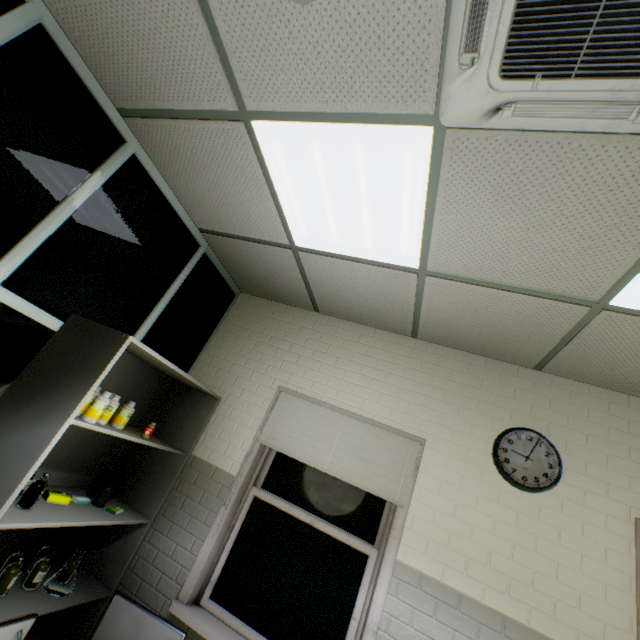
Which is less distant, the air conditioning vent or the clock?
the air conditioning vent

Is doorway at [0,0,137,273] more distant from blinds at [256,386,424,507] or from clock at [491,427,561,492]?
clock at [491,427,561,492]

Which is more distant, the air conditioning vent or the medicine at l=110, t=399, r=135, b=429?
the medicine at l=110, t=399, r=135, b=429

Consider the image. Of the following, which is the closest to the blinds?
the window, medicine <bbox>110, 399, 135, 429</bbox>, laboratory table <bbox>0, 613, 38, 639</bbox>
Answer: the window

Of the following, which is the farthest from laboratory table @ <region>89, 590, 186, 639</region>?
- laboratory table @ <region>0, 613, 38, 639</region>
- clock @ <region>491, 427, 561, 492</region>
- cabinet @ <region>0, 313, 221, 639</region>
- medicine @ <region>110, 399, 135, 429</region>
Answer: clock @ <region>491, 427, 561, 492</region>

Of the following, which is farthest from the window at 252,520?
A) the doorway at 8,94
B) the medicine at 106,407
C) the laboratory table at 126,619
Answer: the doorway at 8,94

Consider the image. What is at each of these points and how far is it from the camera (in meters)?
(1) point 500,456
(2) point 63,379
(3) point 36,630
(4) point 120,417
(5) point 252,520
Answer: (1) clock, 2.36
(2) cabinet, 1.81
(3) medical bag, 1.94
(4) medicine, 2.15
(5) window, 2.62

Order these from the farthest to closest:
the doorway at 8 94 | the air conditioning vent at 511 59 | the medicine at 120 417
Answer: the medicine at 120 417, the doorway at 8 94, the air conditioning vent at 511 59
